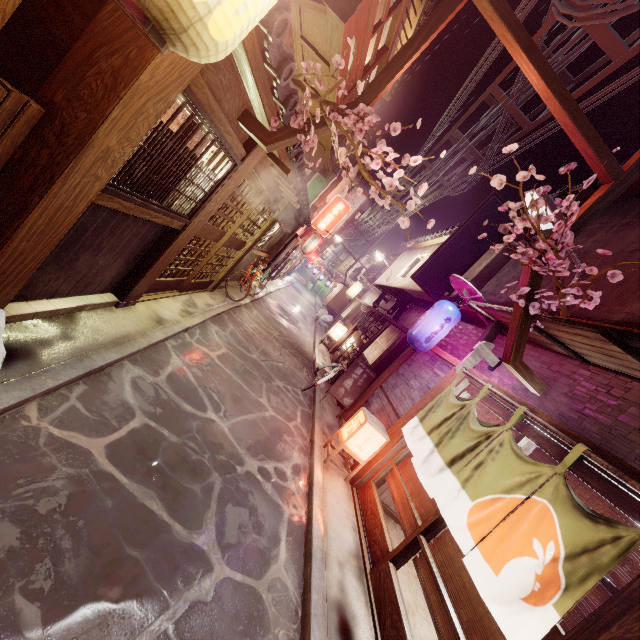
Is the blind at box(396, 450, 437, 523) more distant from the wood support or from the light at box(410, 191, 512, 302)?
the light at box(410, 191, 512, 302)

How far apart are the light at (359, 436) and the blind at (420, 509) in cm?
67

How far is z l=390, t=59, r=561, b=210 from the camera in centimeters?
1233cm

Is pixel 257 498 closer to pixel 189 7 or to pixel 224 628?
pixel 224 628

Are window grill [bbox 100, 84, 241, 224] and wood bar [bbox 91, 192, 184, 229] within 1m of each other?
yes

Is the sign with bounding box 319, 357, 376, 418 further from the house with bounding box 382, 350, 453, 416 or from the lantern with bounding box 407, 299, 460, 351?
the lantern with bounding box 407, 299, 460, 351

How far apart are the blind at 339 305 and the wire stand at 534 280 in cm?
3199

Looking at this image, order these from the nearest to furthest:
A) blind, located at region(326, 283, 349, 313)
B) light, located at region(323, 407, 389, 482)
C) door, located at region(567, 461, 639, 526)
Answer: door, located at region(567, 461, 639, 526) < light, located at region(323, 407, 389, 482) < blind, located at region(326, 283, 349, 313)
